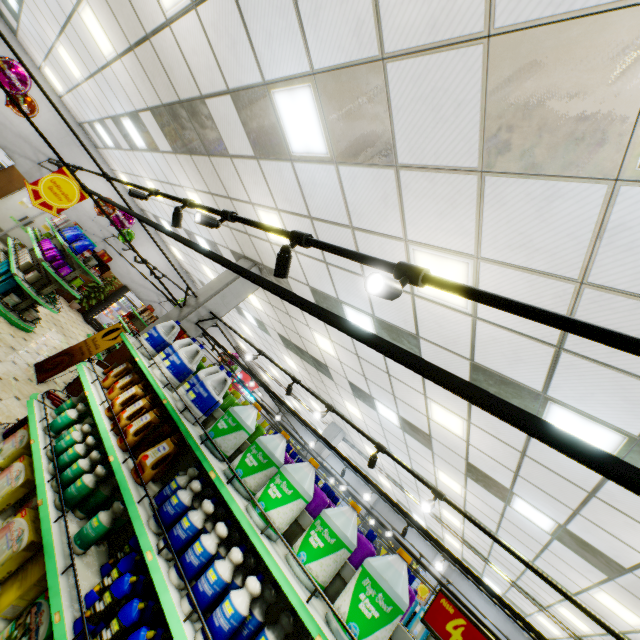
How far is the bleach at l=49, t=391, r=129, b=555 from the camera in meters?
2.6 m

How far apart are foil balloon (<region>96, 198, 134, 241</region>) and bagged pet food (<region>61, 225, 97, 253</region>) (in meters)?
0.63

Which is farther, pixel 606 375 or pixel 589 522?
pixel 589 522

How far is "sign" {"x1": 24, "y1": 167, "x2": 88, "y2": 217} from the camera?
5.4m

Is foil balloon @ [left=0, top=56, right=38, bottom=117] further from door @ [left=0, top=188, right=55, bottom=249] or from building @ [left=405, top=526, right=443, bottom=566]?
door @ [left=0, top=188, right=55, bottom=249]

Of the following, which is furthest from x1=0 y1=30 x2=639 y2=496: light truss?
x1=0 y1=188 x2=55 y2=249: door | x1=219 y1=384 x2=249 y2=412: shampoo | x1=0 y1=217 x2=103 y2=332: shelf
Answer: x1=219 y1=384 x2=249 y2=412: shampoo

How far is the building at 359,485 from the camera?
21.8m

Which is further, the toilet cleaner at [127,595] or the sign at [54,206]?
the sign at [54,206]
